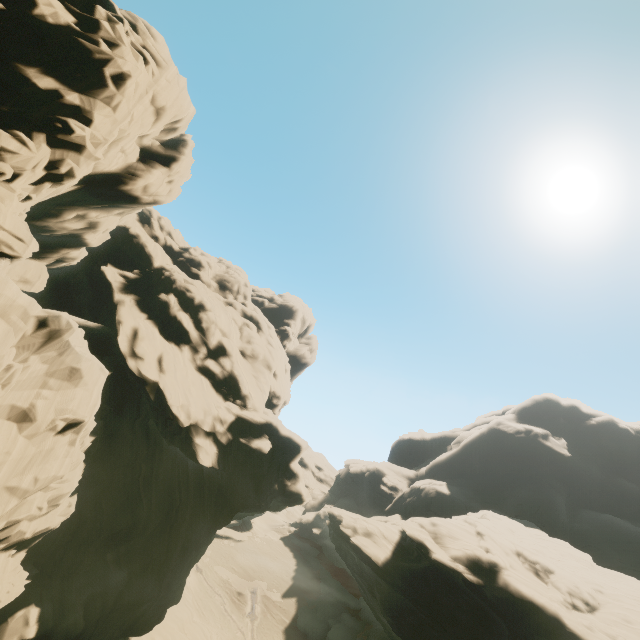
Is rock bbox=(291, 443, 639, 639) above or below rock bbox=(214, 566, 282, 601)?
above

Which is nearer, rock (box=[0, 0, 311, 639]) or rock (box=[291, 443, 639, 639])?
rock (box=[0, 0, 311, 639])

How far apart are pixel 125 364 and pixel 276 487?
16.5m

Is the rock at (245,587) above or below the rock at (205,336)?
below

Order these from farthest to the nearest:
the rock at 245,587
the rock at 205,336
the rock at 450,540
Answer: the rock at 245,587
the rock at 450,540
the rock at 205,336

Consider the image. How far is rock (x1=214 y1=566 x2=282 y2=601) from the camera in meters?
43.9 m
